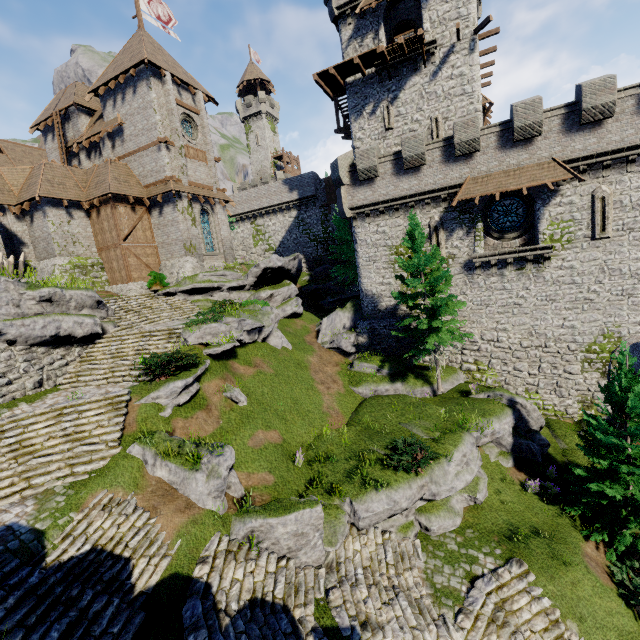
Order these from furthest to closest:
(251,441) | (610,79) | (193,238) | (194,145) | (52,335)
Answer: (194,145) < (193,238) < (610,79) < (52,335) < (251,441)

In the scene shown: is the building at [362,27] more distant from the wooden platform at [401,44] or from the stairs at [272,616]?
the stairs at [272,616]

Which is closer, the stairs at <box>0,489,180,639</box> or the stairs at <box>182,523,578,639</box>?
the stairs at <box>0,489,180,639</box>

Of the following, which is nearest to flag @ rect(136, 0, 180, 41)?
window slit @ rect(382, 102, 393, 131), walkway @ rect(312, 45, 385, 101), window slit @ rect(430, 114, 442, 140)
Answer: walkway @ rect(312, 45, 385, 101)

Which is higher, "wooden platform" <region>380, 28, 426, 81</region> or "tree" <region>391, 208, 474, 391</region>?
"wooden platform" <region>380, 28, 426, 81</region>

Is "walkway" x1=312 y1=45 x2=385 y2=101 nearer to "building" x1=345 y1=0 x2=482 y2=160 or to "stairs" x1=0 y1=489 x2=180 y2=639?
"building" x1=345 y1=0 x2=482 y2=160

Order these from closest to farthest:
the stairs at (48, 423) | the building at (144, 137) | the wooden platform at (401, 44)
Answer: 1. the stairs at (48, 423)
2. the wooden platform at (401, 44)
3. the building at (144, 137)

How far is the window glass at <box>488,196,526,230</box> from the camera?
19.6 meters
